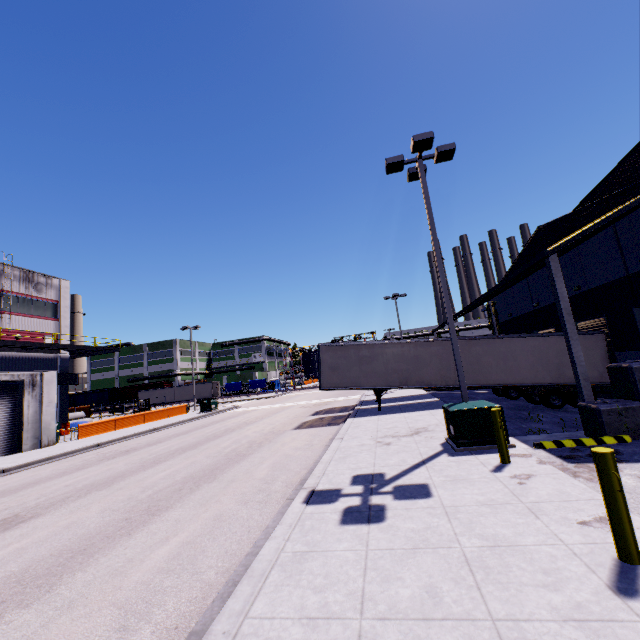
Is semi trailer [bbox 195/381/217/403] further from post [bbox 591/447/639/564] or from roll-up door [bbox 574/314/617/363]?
post [bbox 591/447/639/564]

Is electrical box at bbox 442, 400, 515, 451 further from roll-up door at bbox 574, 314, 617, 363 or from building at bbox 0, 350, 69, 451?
roll-up door at bbox 574, 314, 617, 363

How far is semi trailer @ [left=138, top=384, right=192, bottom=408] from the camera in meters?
57.2 m

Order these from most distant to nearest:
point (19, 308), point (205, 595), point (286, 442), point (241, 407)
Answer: point (241, 407) → point (19, 308) → point (286, 442) → point (205, 595)

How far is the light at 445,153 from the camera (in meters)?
10.45

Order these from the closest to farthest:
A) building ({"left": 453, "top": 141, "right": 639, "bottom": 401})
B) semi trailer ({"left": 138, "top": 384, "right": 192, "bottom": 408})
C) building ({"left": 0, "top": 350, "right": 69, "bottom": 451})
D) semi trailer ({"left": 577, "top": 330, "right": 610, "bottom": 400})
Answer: building ({"left": 453, "top": 141, "right": 639, "bottom": 401}) → semi trailer ({"left": 577, "top": 330, "right": 610, "bottom": 400}) → building ({"left": 0, "top": 350, "right": 69, "bottom": 451}) → semi trailer ({"left": 138, "top": 384, "right": 192, "bottom": 408})

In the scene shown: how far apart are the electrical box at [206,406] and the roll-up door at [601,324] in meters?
31.1 m

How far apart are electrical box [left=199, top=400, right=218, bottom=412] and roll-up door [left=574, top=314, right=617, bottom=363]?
31.1 meters
